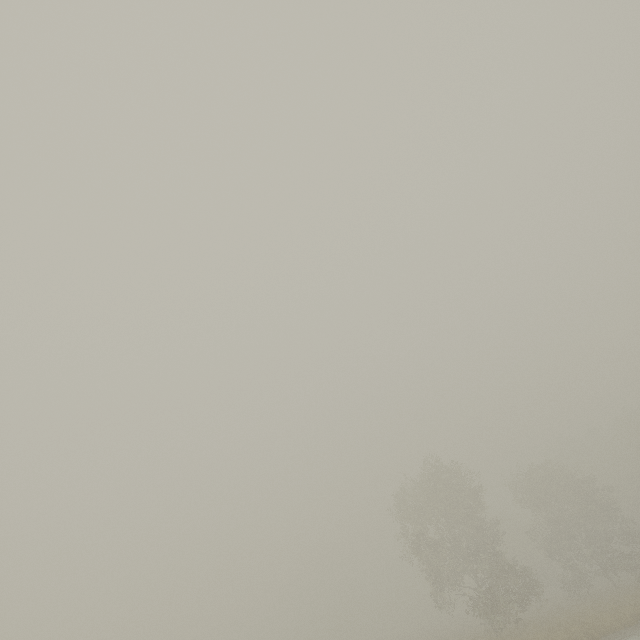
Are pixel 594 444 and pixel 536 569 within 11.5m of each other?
no
